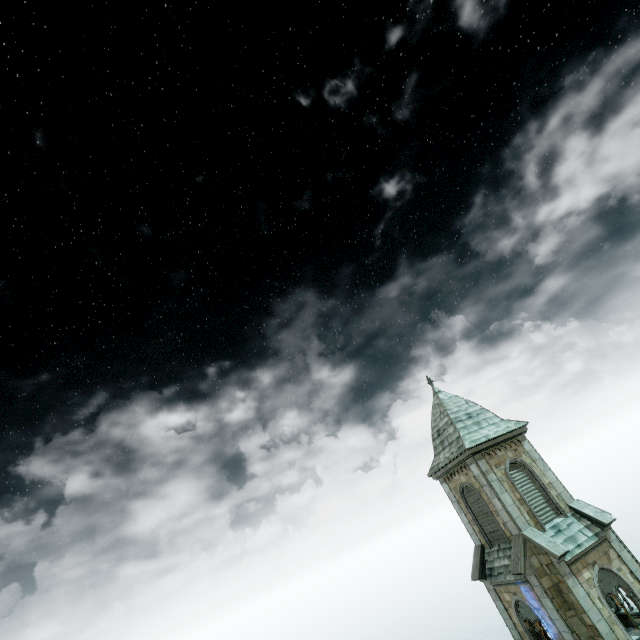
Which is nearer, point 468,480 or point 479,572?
point 479,572
